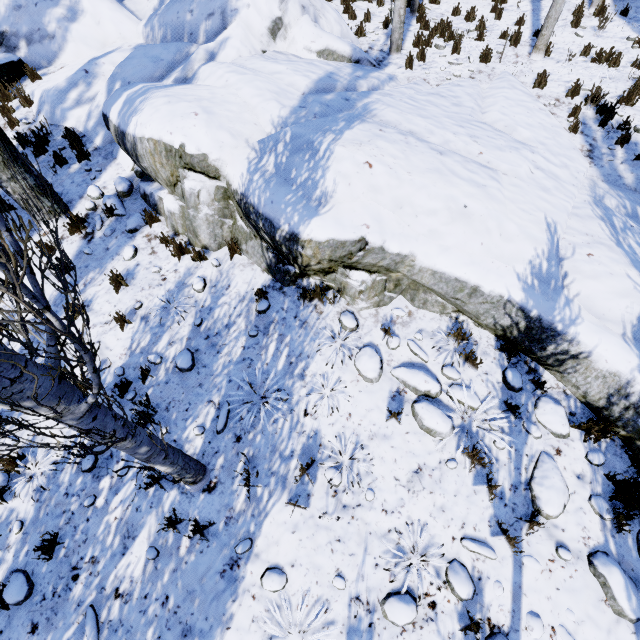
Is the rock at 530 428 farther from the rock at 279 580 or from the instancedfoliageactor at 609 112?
the rock at 279 580

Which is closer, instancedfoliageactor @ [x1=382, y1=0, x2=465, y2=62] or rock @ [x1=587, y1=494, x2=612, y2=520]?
rock @ [x1=587, y1=494, x2=612, y2=520]

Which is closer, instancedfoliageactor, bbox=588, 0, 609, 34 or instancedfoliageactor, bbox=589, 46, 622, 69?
instancedfoliageactor, bbox=589, 46, 622, 69

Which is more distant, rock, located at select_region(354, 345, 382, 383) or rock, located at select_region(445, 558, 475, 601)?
rock, located at select_region(354, 345, 382, 383)

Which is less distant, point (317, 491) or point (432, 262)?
point (317, 491)

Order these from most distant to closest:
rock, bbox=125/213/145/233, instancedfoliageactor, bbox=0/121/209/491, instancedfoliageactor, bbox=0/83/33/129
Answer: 1. instancedfoliageactor, bbox=0/83/33/129
2. rock, bbox=125/213/145/233
3. instancedfoliageactor, bbox=0/121/209/491

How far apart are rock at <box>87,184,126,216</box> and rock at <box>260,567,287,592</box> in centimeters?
664cm

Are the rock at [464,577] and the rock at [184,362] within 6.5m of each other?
yes
